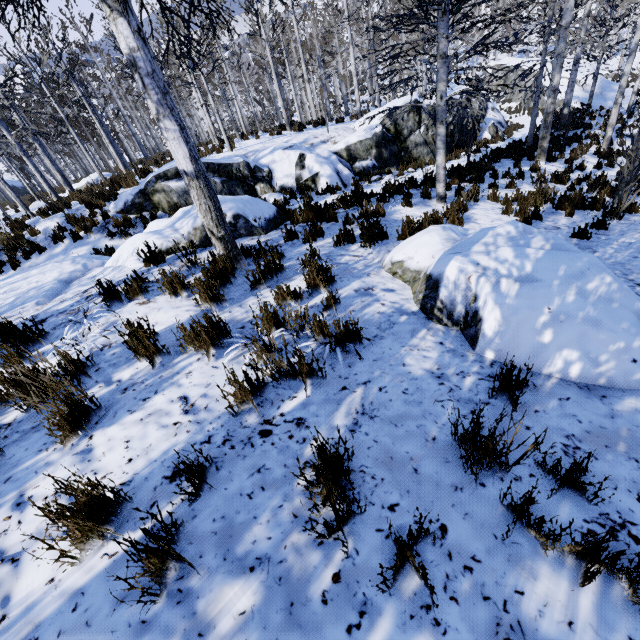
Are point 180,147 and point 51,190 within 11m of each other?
no

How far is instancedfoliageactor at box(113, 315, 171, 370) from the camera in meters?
3.0 m

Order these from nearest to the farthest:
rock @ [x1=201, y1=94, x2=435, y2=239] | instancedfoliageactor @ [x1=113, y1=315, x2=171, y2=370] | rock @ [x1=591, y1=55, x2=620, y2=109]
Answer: instancedfoliageactor @ [x1=113, y1=315, x2=171, y2=370] < rock @ [x1=201, y1=94, x2=435, y2=239] < rock @ [x1=591, y1=55, x2=620, y2=109]

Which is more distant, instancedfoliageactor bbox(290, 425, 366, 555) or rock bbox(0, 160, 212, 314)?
rock bbox(0, 160, 212, 314)

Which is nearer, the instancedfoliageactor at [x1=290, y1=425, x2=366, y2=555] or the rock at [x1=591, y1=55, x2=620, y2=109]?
the instancedfoliageactor at [x1=290, y1=425, x2=366, y2=555]

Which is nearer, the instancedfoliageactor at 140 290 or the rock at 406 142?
the instancedfoliageactor at 140 290
